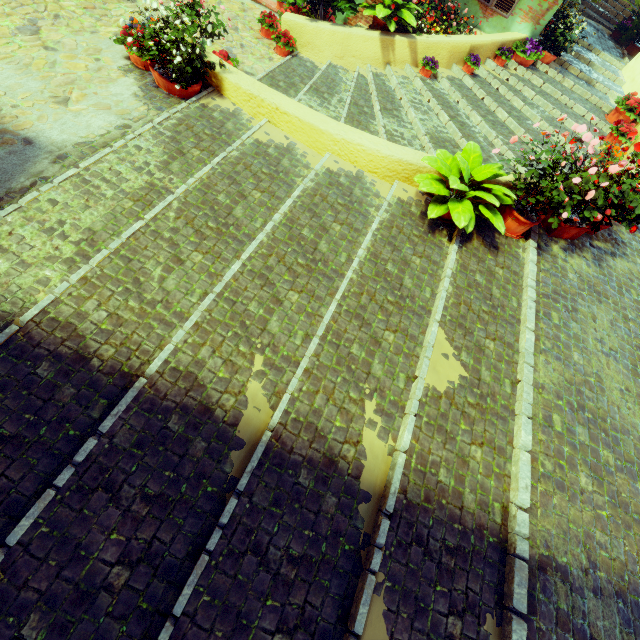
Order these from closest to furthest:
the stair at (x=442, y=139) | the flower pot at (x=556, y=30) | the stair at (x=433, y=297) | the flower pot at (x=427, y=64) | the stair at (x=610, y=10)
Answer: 1. the stair at (x=433, y=297)
2. the stair at (x=442, y=139)
3. the flower pot at (x=427, y=64)
4. the flower pot at (x=556, y=30)
5. the stair at (x=610, y=10)

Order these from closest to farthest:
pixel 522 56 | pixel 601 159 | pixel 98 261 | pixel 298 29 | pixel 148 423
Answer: pixel 148 423, pixel 98 261, pixel 601 159, pixel 298 29, pixel 522 56

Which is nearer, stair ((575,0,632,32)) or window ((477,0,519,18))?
window ((477,0,519,18))

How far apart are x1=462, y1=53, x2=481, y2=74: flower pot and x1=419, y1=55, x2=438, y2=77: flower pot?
0.74m

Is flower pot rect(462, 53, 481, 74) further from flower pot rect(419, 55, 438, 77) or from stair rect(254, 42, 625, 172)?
flower pot rect(419, 55, 438, 77)

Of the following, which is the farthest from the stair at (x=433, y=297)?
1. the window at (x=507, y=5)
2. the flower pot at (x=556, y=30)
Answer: the window at (x=507, y=5)

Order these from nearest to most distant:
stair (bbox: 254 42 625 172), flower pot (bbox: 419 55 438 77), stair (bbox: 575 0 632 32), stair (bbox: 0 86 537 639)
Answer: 1. stair (bbox: 0 86 537 639)
2. stair (bbox: 254 42 625 172)
3. flower pot (bbox: 419 55 438 77)
4. stair (bbox: 575 0 632 32)

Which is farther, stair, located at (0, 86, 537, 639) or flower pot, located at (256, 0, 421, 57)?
flower pot, located at (256, 0, 421, 57)
